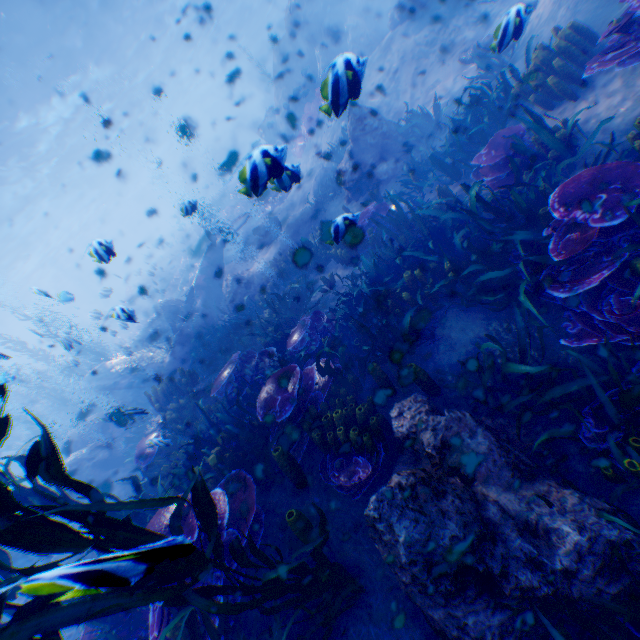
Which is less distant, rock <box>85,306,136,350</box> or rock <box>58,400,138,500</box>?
rock <box>85,306,136,350</box>

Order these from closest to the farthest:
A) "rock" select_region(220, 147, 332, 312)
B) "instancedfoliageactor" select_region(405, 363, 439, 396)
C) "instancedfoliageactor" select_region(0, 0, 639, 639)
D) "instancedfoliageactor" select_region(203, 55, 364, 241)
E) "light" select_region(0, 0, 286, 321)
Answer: "instancedfoliageactor" select_region(0, 0, 639, 639), "instancedfoliageactor" select_region(203, 55, 364, 241), "instancedfoliageactor" select_region(405, 363, 439, 396), "rock" select_region(220, 147, 332, 312), "light" select_region(0, 0, 286, 321)

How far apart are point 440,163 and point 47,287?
67.66m

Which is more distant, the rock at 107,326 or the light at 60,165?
the light at 60,165

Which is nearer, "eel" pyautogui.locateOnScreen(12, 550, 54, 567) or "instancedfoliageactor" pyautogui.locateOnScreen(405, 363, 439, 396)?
"instancedfoliageactor" pyautogui.locateOnScreen(405, 363, 439, 396)

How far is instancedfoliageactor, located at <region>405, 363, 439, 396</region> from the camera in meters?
4.3 m

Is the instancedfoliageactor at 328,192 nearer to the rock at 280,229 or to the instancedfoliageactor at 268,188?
the rock at 280,229

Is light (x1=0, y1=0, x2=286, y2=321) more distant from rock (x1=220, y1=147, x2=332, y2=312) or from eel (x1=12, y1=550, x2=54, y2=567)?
eel (x1=12, y1=550, x2=54, y2=567)
